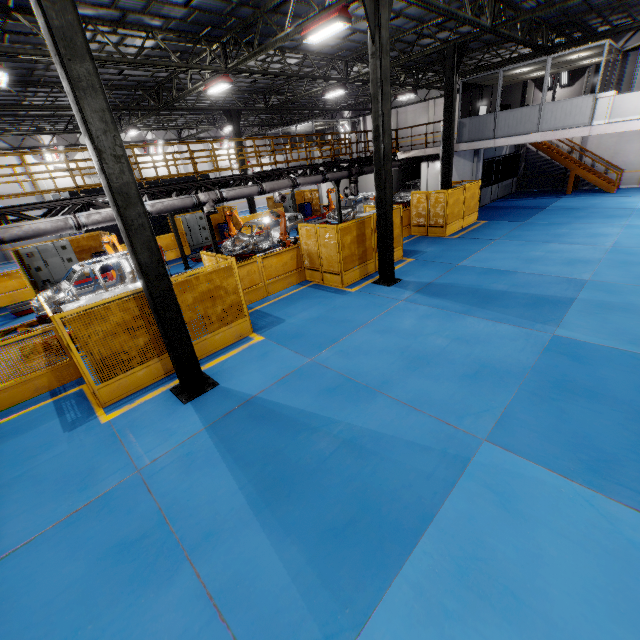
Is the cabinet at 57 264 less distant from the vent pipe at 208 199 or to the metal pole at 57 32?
the vent pipe at 208 199

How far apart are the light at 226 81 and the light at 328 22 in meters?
4.9

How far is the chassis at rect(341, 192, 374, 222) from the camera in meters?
21.0 m

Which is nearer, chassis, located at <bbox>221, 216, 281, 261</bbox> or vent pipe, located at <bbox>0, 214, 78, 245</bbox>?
vent pipe, located at <bbox>0, 214, 78, 245</bbox>

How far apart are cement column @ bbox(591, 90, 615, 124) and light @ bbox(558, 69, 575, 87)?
11.3m

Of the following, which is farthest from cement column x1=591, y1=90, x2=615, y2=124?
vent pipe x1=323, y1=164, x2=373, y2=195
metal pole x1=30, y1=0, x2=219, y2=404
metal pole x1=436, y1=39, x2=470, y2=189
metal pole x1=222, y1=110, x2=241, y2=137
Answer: metal pole x1=222, y1=110, x2=241, y2=137

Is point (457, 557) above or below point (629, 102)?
below

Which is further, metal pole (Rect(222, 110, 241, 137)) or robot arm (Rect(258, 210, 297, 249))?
metal pole (Rect(222, 110, 241, 137))
